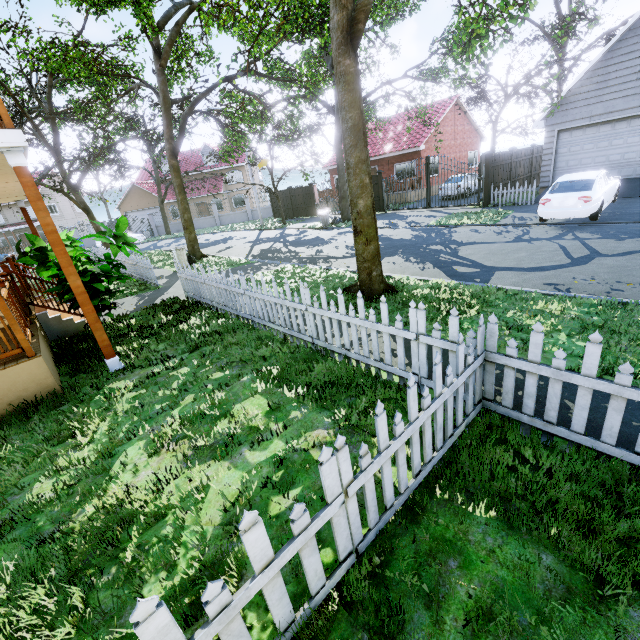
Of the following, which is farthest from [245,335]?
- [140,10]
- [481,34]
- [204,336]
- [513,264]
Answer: [140,10]

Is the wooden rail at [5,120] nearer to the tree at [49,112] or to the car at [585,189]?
the tree at [49,112]

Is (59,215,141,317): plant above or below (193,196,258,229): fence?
above

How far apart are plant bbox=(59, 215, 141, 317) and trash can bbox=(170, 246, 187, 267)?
6.50m

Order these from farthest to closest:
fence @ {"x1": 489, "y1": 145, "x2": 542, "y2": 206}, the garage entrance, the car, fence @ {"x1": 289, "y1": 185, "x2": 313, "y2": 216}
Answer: fence @ {"x1": 289, "y1": 185, "x2": 313, "y2": 216}, fence @ {"x1": 489, "y1": 145, "x2": 542, "y2": 206}, the garage entrance, the car

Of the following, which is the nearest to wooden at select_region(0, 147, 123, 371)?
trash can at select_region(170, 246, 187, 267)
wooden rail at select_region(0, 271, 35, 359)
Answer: wooden rail at select_region(0, 271, 35, 359)

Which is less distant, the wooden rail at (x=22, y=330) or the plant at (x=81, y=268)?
the wooden rail at (x=22, y=330)

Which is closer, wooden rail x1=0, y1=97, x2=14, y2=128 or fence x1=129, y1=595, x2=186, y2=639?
fence x1=129, y1=595, x2=186, y2=639
